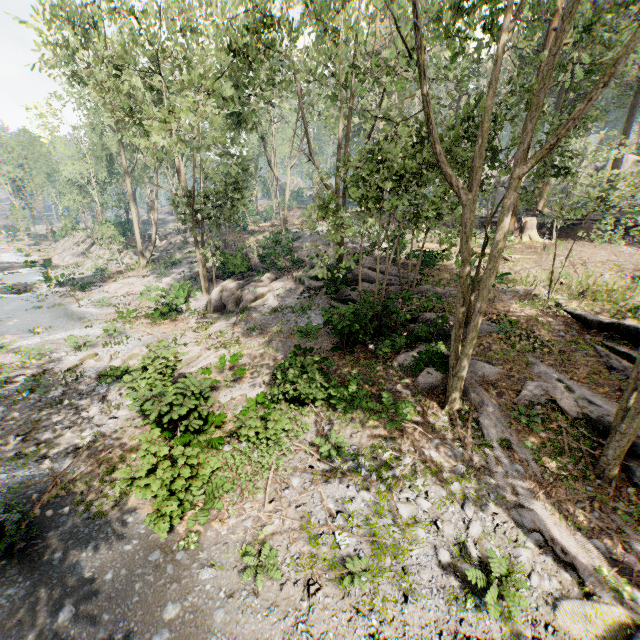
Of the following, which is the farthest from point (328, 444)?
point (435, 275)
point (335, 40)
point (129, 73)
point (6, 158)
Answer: point (6, 158)

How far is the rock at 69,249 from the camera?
44.16m

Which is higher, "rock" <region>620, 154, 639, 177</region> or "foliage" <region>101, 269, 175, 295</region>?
"rock" <region>620, 154, 639, 177</region>

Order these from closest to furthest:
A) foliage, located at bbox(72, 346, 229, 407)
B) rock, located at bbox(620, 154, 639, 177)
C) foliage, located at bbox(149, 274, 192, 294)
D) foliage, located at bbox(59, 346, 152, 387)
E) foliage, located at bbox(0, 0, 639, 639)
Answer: foliage, located at bbox(0, 0, 639, 639) → foliage, located at bbox(72, 346, 229, 407) → foliage, located at bbox(59, 346, 152, 387) → foliage, located at bbox(149, 274, 192, 294) → rock, located at bbox(620, 154, 639, 177)

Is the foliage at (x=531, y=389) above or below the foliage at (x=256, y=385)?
above

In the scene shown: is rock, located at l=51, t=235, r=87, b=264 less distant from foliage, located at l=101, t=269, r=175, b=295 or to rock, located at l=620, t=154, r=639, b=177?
foliage, located at l=101, t=269, r=175, b=295

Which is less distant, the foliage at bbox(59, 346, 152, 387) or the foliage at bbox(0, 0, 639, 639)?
the foliage at bbox(0, 0, 639, 639)

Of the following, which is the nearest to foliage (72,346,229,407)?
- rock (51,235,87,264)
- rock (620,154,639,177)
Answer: rock (51,235,87,264)
